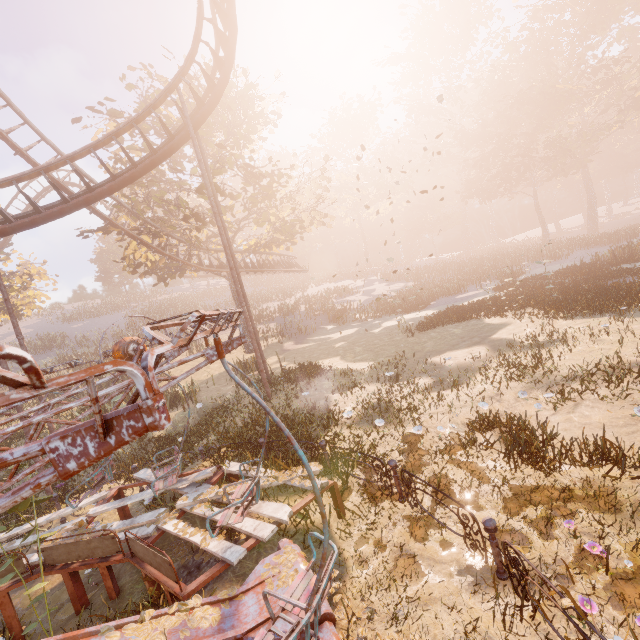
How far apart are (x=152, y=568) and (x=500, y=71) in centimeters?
6113cm

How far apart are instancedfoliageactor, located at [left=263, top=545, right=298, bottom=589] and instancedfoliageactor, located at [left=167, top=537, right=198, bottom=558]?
2.5m

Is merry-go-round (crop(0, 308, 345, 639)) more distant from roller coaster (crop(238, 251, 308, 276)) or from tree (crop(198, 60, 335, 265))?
tree (crop(198, 60, 335, 265))

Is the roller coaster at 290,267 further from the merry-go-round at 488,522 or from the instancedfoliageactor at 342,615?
A: the instancedfoliageactor at 342,615

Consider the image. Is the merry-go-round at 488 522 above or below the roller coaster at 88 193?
below

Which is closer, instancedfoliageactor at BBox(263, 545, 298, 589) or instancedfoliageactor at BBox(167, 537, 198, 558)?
instancedfoliageactor at BBox(263, 545, 298, 589)

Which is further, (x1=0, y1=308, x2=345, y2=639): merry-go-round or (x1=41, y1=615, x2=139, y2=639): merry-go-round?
(x1=41, y1=615, x2=139, y2=639): merry-go-round

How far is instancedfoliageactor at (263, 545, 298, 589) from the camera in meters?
3.9 m
